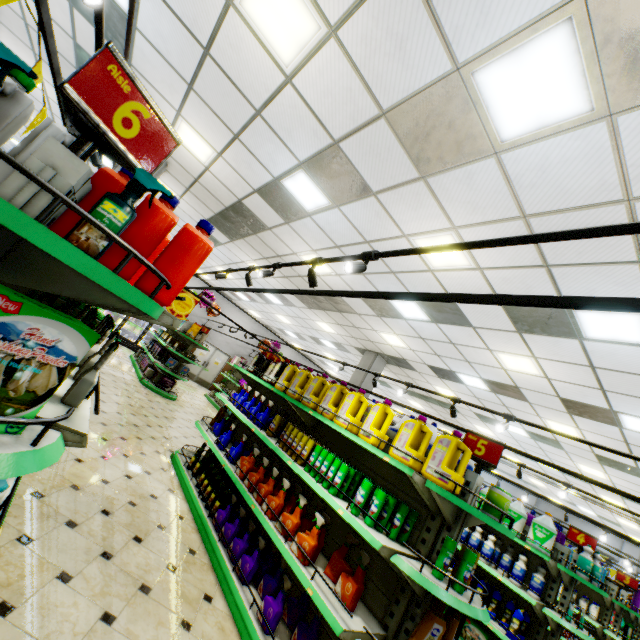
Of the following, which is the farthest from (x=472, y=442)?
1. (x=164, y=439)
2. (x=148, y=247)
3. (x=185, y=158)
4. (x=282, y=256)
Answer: (x=185, y=158)

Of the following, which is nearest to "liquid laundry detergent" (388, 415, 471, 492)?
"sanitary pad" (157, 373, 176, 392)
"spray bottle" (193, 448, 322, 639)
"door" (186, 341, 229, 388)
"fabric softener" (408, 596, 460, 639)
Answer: "fabric softener" (408, 596, 460, 639)

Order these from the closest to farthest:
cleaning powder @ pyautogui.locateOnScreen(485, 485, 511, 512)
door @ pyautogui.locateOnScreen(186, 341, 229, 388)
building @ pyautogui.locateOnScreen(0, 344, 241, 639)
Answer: building @ pyautogui.locateOnScreen(0, 344, 241, 639) → cleaning powder @ pyautogui.locateOnScreen(485, 485, 511, 512) → door @ pyautogui.locateOnScreen(186, 341, 229, 388)

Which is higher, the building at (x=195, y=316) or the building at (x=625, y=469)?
the building at (x=625, y=469)

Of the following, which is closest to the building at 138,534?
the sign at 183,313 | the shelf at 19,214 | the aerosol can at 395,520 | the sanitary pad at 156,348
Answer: the shelf at 19,214

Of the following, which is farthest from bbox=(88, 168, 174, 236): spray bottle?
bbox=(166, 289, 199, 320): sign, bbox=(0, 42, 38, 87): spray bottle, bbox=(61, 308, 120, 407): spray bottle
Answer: bbox=(166, 289, 199, 320): sign

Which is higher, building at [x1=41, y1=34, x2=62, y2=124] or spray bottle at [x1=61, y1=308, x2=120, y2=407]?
building at [x1=41, y1=34, x2=62, y2=124]

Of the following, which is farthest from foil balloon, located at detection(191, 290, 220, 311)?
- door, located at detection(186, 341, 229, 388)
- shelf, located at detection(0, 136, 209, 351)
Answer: shelf, located at detection(0, 136, 209, 351)
